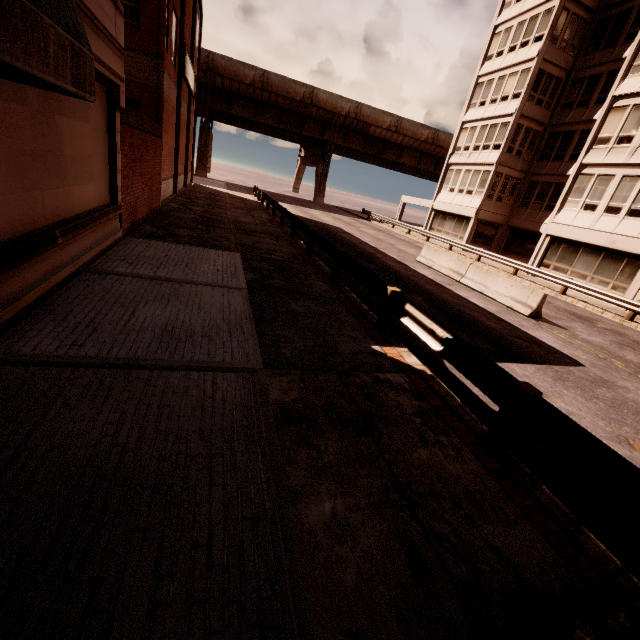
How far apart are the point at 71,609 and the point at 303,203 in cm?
4631

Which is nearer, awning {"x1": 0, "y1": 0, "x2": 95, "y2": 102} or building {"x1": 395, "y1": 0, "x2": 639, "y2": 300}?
awning {"x1": 0, "y1": 0, "x2": 95, "y2": 102}

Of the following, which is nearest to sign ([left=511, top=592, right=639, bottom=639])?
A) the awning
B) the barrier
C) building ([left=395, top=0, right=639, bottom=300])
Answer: the awning

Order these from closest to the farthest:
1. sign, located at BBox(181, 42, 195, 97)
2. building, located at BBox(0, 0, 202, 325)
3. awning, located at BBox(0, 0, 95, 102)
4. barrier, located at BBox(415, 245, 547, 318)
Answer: awning, located at BBox(0, 0, 95, 102) → building, located at BBox(0, 0, 202, 325) → barrier, located at BBox(415, 245, 547, 318) → sign, located at BBox(181, 42, 195, 97)

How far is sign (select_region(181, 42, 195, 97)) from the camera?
18.5m

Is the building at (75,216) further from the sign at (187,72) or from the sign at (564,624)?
the sign at (564,624)

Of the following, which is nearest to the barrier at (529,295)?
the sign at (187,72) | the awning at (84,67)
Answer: the awning at (84,67)

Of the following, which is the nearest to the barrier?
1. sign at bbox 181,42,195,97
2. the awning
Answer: the awning
